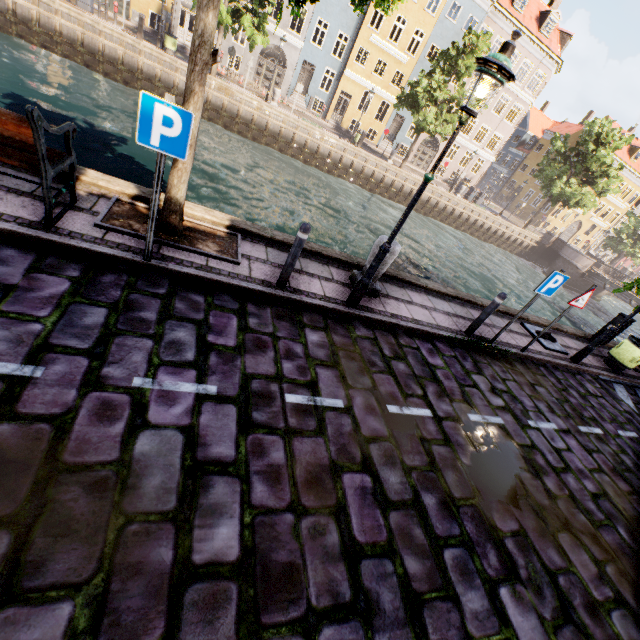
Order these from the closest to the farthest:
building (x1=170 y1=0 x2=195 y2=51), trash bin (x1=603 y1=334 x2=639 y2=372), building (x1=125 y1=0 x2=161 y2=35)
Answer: trash bin (x1=603 y1=334 x2=639 y2=372) < building (x1=125 y1=0 x2=161 y2=35) < building (x1=170 y1=0 x2=195 y2=51)

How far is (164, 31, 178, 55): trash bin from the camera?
19.53m

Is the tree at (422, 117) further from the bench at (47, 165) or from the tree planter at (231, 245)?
the bench at (47, 165)

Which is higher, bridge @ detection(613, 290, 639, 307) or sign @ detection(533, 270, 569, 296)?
sign @ detection(533, 270, 569, 296)

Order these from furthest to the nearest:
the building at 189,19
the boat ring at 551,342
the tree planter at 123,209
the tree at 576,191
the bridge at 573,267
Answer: the bridge at 573,267, the tree at 576,191, the building at 189,19, the boat ring at 551,342, the tree planter at 123,209

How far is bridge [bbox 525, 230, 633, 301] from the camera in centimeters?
2983cm

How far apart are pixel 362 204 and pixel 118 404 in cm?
2191

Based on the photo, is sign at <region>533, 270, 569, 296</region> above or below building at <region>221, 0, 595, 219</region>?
below
